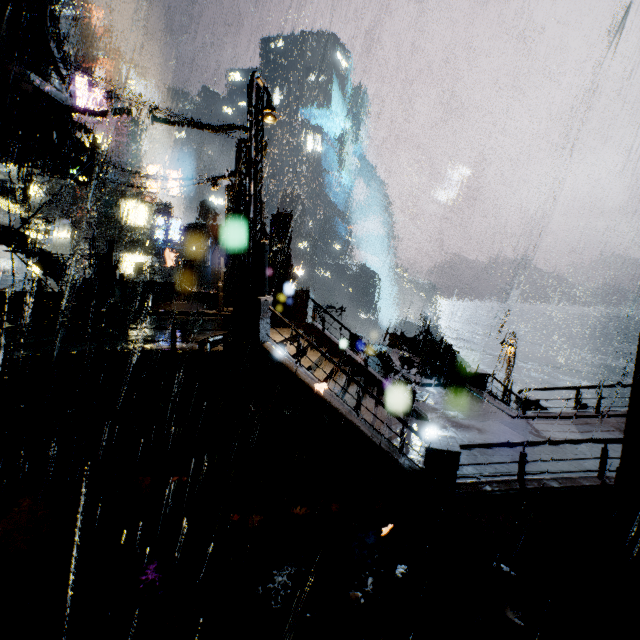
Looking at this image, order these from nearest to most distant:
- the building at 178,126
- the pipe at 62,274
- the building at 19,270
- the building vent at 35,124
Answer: the building vent at 35,124 → the pipe at 62,274 → the building at 178,126 → the building at 19,270

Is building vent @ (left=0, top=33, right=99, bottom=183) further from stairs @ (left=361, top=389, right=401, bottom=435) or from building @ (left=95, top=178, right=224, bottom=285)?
stairs @ (left=361, top=389, right=401, bottom=435)

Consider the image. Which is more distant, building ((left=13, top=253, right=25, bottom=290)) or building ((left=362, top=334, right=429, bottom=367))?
building ((left=362, top=334, right=429, bottom=367))

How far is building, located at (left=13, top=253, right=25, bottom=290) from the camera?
18.6m

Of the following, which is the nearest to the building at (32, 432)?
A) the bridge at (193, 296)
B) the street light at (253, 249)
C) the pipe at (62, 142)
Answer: the bridge at (193, 296)

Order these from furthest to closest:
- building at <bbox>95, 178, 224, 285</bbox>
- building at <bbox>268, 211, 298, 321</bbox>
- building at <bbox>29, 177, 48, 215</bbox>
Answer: building at <bbox>95, 178, 224, 285</bbox> < building at <bbox>29, 177, 48, 215</bbox> < building at <bbox>268, 211, 298, 321</bbox>

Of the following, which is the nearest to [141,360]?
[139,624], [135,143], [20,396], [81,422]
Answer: [81,422]

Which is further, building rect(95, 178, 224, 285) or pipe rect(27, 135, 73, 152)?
building rect(95, 178, 224, 285)
